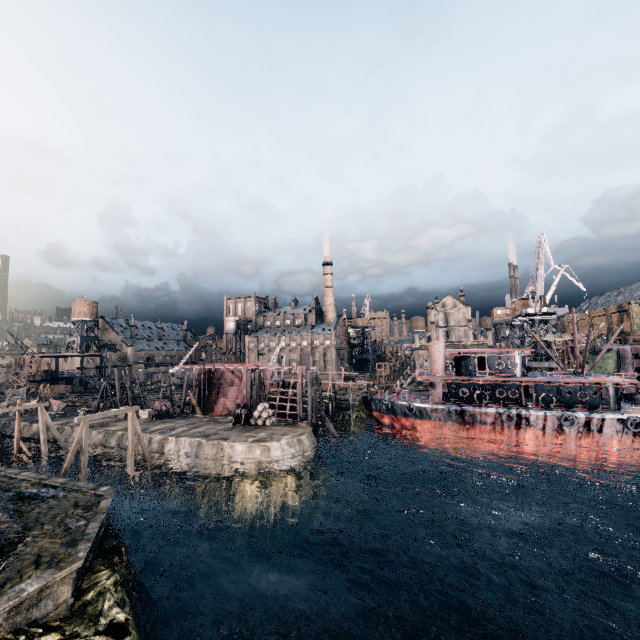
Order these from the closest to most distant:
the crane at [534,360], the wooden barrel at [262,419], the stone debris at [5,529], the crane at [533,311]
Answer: the stone debris at [5,529] < the wooden barrel at [262,419] < the crane at [533,311] < the crane at [534,360]

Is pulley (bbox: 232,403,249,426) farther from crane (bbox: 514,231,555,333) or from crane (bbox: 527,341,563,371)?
crane (bbox: 514,231,555,333)

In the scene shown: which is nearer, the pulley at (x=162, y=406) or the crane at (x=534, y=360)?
the pulley at (x=162, y=406)

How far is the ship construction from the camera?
49.5 meters

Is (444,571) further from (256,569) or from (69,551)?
(69,551)

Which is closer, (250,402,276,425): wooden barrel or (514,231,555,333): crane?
(250,402,276,425): wooden barrel

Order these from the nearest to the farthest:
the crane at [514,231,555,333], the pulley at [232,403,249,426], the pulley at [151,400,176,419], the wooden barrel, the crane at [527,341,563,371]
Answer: the wooden barrel → the pulley at [232,403,249,426] → the pulley at [151,400,176,419] → the crane at [514,231,555,333] → the crane at [527,341,563,371]

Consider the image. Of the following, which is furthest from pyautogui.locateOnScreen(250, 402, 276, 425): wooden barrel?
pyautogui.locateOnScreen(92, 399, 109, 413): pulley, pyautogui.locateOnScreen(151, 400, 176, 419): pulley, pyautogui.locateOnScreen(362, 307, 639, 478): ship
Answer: pyautogui.locateOnScreen(92, 399, 109, 413): pulley
